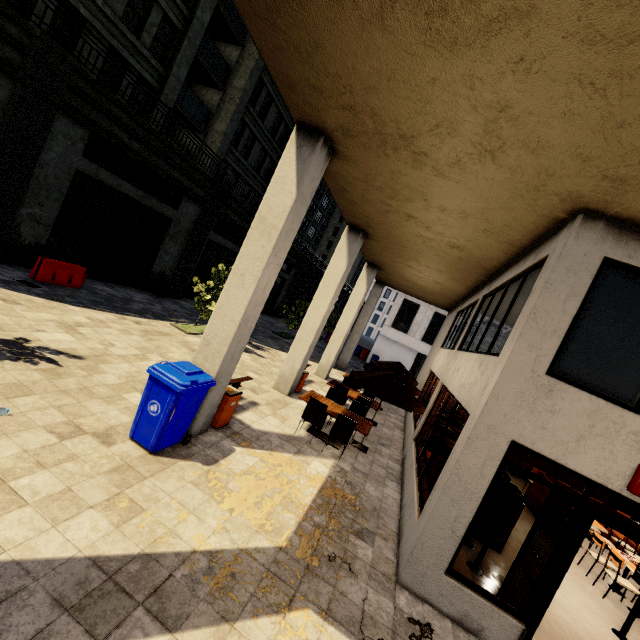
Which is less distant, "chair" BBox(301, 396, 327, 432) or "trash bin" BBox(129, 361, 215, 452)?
→ "trash bin" BBox(129, 361, 215, 452)

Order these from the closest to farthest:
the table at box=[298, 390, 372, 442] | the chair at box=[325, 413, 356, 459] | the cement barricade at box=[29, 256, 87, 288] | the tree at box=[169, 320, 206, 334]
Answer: the chair at box=[325, 413, 356, 459], the table at box=[298, 390, 372, 442], the cement barricade at box=[29, 256, 87, 288], the tree at box=[169, 320, 206, 334]

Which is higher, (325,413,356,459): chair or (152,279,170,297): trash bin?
(325,413,356,459): chair

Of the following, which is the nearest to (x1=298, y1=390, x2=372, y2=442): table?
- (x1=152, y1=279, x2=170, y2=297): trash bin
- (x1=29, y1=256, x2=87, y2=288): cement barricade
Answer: (x1=29, y1=256, x2=87, y2=288): cement barricade

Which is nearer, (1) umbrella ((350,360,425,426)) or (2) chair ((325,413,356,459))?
(2) chair ((325,413,356,459))

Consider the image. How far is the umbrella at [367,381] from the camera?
8.16m

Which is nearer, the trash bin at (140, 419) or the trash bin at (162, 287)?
the trash bin at (140, 419)

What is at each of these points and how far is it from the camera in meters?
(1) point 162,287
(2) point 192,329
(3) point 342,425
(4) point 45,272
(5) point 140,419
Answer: (1) trash bin, 16.9
(2) tree, 13.3
(3) chair, 7.7
(4) cement barricade, 10.8
(5) trash bin, 5.1
